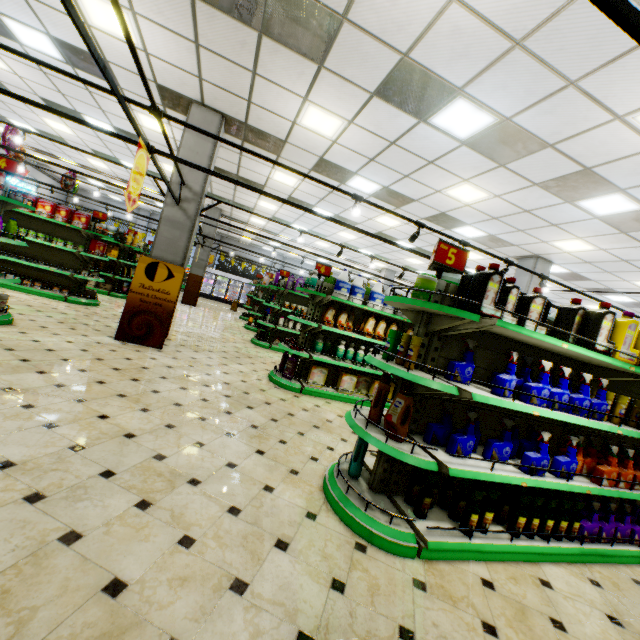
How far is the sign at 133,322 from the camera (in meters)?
6.13

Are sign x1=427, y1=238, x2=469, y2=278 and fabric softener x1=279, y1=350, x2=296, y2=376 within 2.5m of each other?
no

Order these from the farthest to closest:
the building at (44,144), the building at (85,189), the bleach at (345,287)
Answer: the building at (85,189)
the building at (44,144)
the bleach at (345,287)

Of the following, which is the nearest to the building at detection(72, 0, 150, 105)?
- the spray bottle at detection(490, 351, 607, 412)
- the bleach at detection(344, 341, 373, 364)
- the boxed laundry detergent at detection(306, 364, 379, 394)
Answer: the boxed laundry detergent at detection(306, 364, 379, 394)

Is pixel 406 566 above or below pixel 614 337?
below

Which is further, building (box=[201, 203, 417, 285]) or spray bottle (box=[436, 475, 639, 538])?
building (box=[201, 203, 417, 285])

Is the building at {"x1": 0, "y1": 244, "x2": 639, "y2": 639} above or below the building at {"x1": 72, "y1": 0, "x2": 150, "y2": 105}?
below

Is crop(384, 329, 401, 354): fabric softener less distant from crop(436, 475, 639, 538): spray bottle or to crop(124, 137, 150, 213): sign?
crop(436, 475, 639, 538): spray bottle
